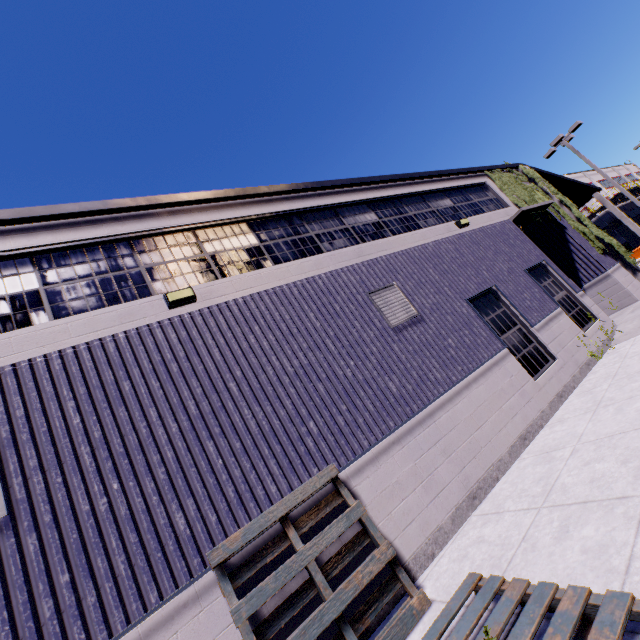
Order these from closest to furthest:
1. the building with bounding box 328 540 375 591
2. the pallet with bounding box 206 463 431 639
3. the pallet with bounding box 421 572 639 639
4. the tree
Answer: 1. the pallet with bounding box 421 572 639 639
2. the pallet with bounding box 206 463 431 639
3. the building with bounding box 328 540 375 591
4. the tree

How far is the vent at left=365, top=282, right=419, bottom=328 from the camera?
7.1m

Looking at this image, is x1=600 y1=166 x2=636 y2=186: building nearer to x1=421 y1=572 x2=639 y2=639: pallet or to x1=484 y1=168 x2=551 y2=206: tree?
x1=484 y1=168 x2=551 y2=206: tree

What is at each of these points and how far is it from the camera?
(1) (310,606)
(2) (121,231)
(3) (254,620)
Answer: (1) building, 3.97m
(2) building, 5.91m
(3) building, 3.73m

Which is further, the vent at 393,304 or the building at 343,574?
the vent at 393,304

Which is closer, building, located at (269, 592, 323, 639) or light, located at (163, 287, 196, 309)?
building, located at (269, 592, 323, 639)

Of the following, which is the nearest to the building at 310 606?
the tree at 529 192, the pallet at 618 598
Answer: the tree at 529 192

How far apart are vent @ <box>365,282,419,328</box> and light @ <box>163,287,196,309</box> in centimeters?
354cm
